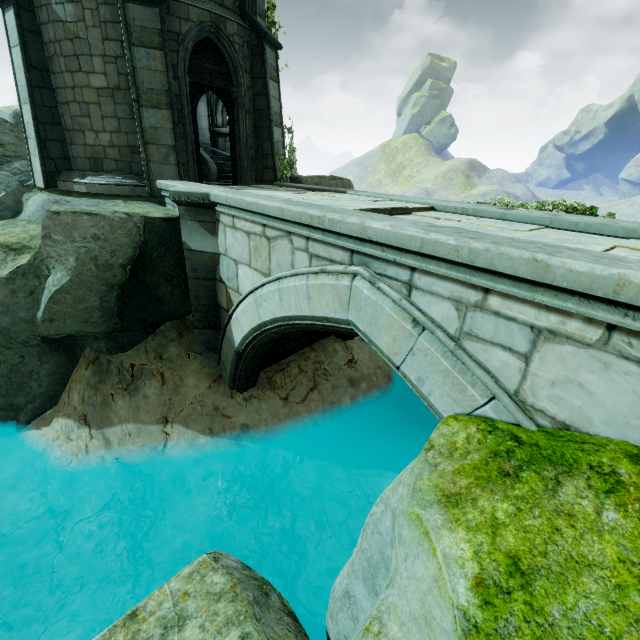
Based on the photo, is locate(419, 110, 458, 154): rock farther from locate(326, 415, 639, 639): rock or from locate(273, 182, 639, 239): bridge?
locate(326, 415, 639, 639): rock

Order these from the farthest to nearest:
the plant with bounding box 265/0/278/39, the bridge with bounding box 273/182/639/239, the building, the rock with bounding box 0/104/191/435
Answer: the plant with bounding box 265/0/278/39 < the building < the rock with bounding box 0/104/191/435 < the bridge with bounding box 273/182/639/239

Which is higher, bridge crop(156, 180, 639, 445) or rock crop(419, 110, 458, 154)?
rock crop(419, 110, 458, 154)

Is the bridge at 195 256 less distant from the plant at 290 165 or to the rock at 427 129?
the plant at 290 165

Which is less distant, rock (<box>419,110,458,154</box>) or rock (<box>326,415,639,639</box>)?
rock (<box>326,415,639,639</box>)

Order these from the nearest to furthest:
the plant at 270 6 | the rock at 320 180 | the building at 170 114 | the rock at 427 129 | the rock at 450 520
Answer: the rock at 450 520, the building at 170 114, the plant at 270 6, the rock at 320 180, the rock at 427 129

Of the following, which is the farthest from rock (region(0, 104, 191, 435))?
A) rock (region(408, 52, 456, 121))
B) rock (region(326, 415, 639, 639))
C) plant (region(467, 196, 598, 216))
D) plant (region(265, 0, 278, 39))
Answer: rock (region(408, 52, 456, 121))

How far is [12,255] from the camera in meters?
6.9 m
